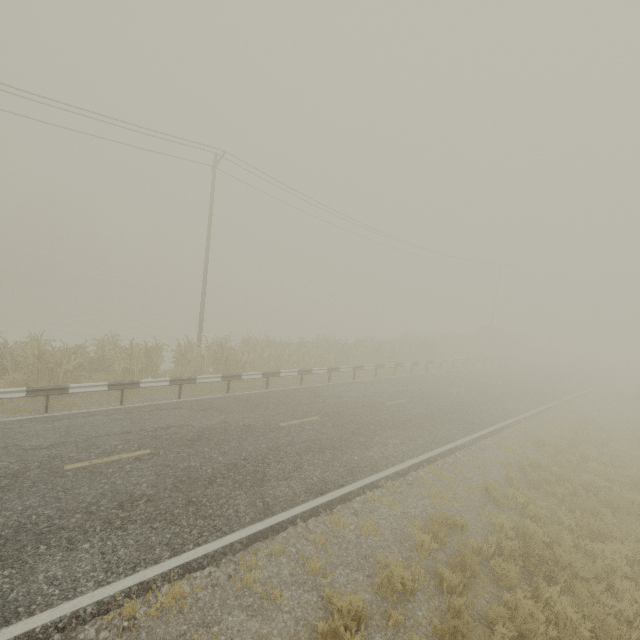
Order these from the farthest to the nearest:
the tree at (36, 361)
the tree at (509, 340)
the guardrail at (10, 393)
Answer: the tree at (509, 340)
the tree at (36, 361)
the guardrail at (10, 393)

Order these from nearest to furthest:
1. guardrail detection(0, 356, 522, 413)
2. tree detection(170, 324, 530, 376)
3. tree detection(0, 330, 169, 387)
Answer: guardrail detection(0, 356, 522, 413)
tree detection(0, 330, 169, 387)
tree detection(170, 324, 530, 376)

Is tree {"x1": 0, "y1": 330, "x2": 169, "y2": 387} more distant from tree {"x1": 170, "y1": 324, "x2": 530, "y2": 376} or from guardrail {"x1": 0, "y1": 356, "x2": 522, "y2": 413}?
tree {"x1": 170, "y1": 324, "x2": 530, "y2": 376}

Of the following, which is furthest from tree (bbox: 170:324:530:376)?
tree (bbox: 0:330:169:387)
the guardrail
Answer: tree (bbox: 0:330:169:387)

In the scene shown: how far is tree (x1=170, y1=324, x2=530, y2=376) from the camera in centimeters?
1608cm

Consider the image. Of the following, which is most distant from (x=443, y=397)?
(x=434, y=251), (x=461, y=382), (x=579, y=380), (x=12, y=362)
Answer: (x=579, y=380)

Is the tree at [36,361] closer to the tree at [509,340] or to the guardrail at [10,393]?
the guardrail at [10,393]

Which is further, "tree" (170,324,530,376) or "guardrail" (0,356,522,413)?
"tree" (170,324,530,376)
